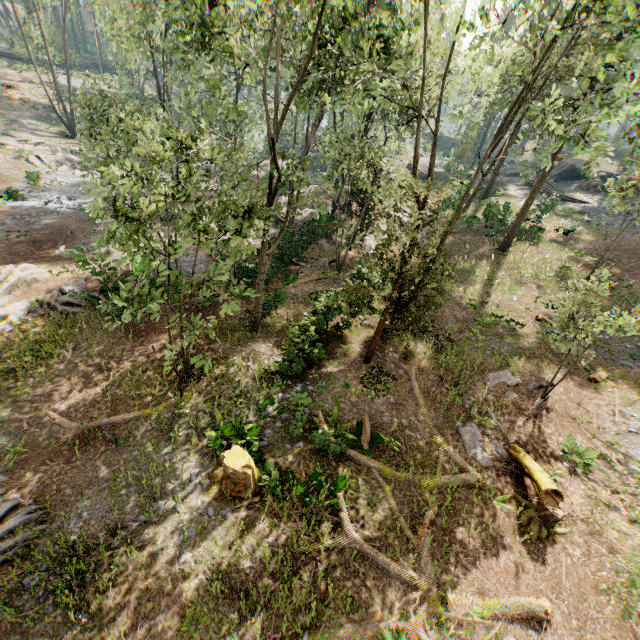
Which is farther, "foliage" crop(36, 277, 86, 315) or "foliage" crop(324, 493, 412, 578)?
"foliage" crop(36, 277, 86, 315)

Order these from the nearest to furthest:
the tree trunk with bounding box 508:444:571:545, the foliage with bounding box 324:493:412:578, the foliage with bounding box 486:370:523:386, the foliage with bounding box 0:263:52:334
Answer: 1. the foliage with bounding box 324:493:412:578
2. the tree trunk with bounding box 508:444:571:545
3. the foliage with bounding box 0:263:52:334
4. the foliage with bounding box 486:370:523:386

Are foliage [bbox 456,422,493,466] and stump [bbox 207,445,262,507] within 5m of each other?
no

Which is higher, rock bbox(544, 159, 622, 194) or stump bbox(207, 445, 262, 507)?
rock bbox(544, 159, 622, 194)

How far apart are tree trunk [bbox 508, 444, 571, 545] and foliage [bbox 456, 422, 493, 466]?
0.7 meters

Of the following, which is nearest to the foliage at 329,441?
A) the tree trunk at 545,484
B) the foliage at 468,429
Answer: the tree trunk at 545,484

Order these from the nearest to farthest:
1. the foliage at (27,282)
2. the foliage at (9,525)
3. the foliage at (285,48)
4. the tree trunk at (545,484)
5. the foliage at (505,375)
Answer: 1. the foliage at (9,525)
2. the foliage at (285,48)
3. the tree trunk at (545,484)
4. the foliage at (27,282)
5. the foliage at (505,375)

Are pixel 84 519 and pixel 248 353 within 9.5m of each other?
yes
